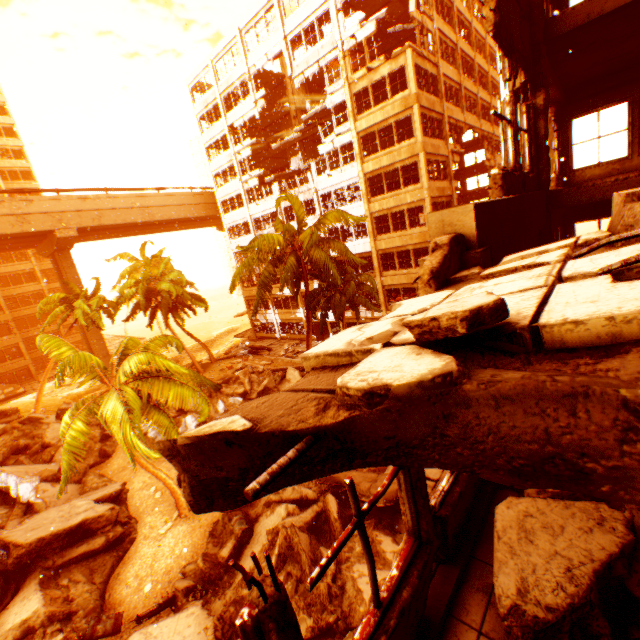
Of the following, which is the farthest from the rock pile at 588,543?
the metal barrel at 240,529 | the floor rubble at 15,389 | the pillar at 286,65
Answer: the floor rubble at 15,389

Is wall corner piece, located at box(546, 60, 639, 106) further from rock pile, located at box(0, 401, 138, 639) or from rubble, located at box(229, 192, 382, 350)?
rock pile, located at box(0, 401, 138, 639)

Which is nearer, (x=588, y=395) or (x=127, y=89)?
(x=588, y=395)

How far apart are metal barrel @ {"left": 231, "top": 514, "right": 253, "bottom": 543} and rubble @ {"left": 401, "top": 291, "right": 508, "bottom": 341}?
12.4 meters

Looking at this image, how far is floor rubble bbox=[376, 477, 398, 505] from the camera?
10.26m

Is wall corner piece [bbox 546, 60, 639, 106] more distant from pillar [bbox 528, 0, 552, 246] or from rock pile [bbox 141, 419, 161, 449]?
rock pile [bbox 141, 419, 161, 449]

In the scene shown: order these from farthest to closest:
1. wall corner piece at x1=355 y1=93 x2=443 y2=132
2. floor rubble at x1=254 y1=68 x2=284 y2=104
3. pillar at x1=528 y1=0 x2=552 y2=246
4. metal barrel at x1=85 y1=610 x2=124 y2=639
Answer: floor rubble at x1=254 y1=68 x2=284 y2=104
wall corner piece at x1=355 y1=93 x2=443 y2=132
metal barrel at x1=85 y1=610 x2=124 y2=639
pillar at x1=528 y1=0 x2=552 y2=246

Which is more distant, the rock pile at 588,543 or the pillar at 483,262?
the pillar at 483,262
